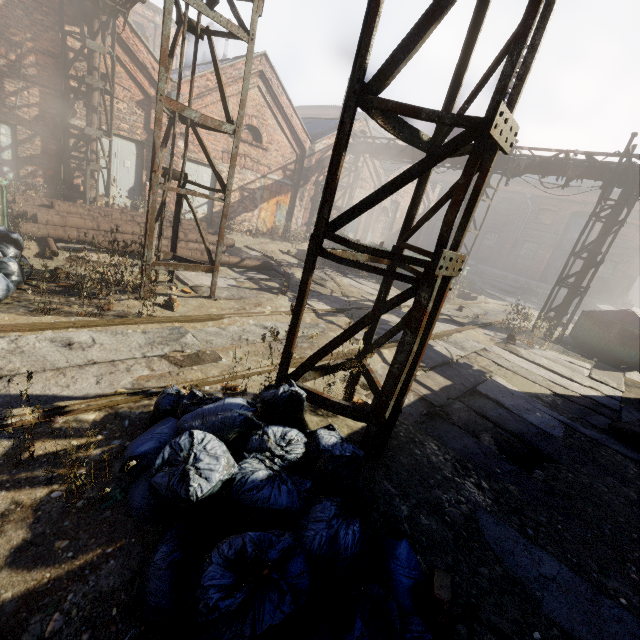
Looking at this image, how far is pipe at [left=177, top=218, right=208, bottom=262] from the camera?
8.80m

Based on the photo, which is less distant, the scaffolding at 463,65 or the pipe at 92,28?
the scaffolding at 463,65

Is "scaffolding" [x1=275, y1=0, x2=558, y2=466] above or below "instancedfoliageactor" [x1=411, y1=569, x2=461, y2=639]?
above

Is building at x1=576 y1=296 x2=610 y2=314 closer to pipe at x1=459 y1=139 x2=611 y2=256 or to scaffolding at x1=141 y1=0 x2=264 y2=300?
pipe at x1=459 y1=139 x2=611 y2=256

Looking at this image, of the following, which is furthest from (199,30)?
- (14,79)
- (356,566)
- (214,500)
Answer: (14,79)

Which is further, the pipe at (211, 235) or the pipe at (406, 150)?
the pipe at (406, 150)

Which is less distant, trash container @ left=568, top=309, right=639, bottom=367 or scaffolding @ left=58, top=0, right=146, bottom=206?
scaffolding @ left=58, top=0, right=146, bottom=206

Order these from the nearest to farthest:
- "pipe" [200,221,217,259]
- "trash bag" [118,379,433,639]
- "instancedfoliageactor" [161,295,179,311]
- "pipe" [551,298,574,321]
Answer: "trash bag" [118,379,433,639] < "instancedfoliageactor" [161,295,179,311] < "pipe" [200,221,217,259] < "pipe" [551,298,574,321]
